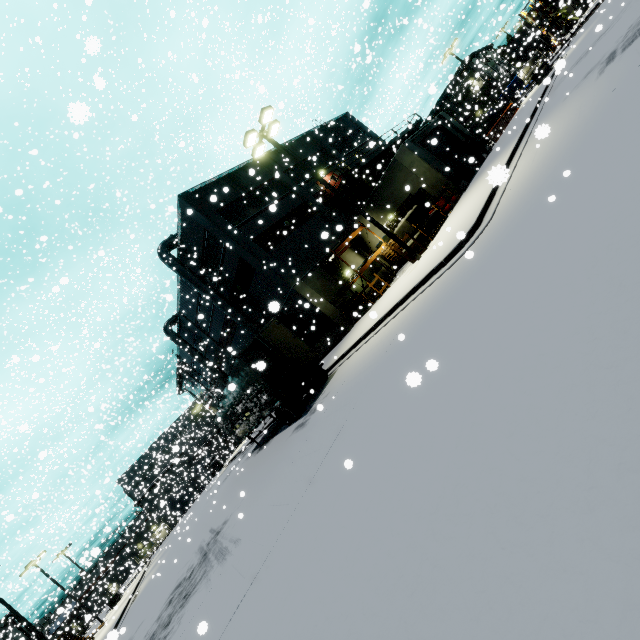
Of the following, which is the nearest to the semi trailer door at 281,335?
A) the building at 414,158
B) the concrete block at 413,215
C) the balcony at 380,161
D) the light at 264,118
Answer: the building at 414,158

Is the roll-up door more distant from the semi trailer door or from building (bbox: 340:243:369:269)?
the semi trailer door

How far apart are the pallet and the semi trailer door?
11.6m

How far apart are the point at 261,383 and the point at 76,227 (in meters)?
35.93

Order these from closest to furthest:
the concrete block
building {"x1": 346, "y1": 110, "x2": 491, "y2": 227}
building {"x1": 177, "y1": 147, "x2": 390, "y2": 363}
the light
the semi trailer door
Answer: the semi trailer door, the light, the concrete block, building {"x1": 346, "y1": 110, "x2": 491, "y2": 227}, building {"x1": 177, "y1": 147, "x2": 390, "y2": 363}

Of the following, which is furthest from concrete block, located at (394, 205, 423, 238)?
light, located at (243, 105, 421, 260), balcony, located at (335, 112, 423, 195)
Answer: balcony, located at (335, 112, 423, 195)

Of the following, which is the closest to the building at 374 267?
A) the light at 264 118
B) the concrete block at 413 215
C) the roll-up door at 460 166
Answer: the roll-up door at 460 166

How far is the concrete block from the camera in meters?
16.5 m
